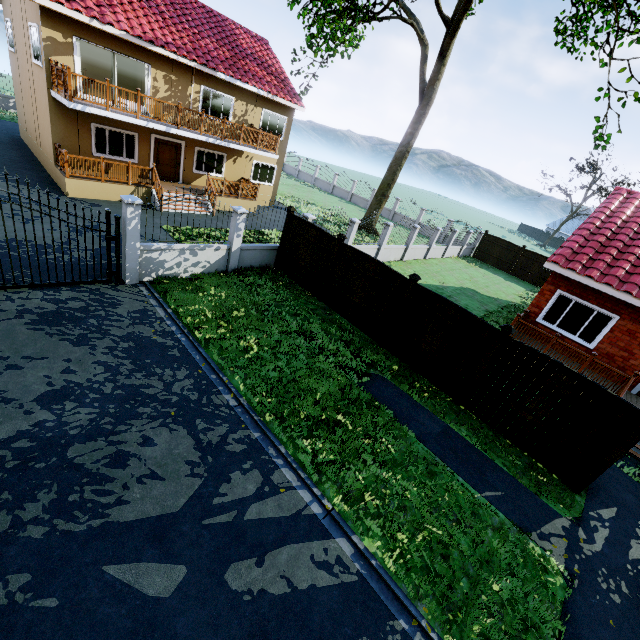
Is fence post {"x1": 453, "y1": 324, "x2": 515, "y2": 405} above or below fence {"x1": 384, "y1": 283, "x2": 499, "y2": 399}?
above

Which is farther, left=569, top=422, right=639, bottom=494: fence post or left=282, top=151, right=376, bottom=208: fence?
left=282, top=151, right=376, bottom=208: fence

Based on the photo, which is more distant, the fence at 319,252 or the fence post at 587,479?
the fence at 319,252

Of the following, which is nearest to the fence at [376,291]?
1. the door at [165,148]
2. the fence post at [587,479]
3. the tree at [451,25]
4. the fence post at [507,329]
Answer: the fence post at [507,329]

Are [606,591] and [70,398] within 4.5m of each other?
no

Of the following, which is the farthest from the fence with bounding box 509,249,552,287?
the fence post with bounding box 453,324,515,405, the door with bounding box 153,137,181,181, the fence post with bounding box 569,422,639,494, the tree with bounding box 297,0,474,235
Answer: the door with bounding box 153,137,181,181

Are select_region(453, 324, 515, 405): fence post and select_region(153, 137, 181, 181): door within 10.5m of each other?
no

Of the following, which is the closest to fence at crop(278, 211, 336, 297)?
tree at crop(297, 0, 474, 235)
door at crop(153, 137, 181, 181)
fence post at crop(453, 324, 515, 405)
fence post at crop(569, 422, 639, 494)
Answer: fence post at crop(453, 324, 515, 405)
